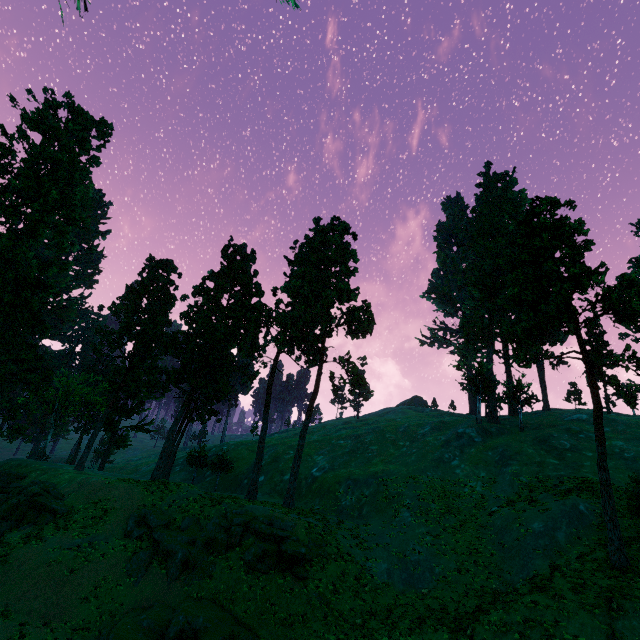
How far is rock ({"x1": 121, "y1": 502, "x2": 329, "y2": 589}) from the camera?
21.80m

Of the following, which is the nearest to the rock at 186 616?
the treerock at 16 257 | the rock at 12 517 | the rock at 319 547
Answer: the rock at 319 547

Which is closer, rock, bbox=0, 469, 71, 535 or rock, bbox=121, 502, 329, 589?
rock, bbox=121, 502, 329, 589

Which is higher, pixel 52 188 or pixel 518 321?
pixel 518 321

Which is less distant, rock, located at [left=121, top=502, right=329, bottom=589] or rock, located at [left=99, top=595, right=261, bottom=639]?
rock, located at [left=99, top=595, right=261, bottom=639]

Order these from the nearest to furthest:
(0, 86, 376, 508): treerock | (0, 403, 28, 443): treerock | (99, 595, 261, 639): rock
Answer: (99, 595, 261, 639): rock
(0, 86, 376, 508): treerock
(0, 403, 28, 443): treerock

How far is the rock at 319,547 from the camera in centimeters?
2180cm

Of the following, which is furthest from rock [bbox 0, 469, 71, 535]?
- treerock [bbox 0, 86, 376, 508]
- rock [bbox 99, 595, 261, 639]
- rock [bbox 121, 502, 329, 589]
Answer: rock [bbox 99, 595, 261, 639]
